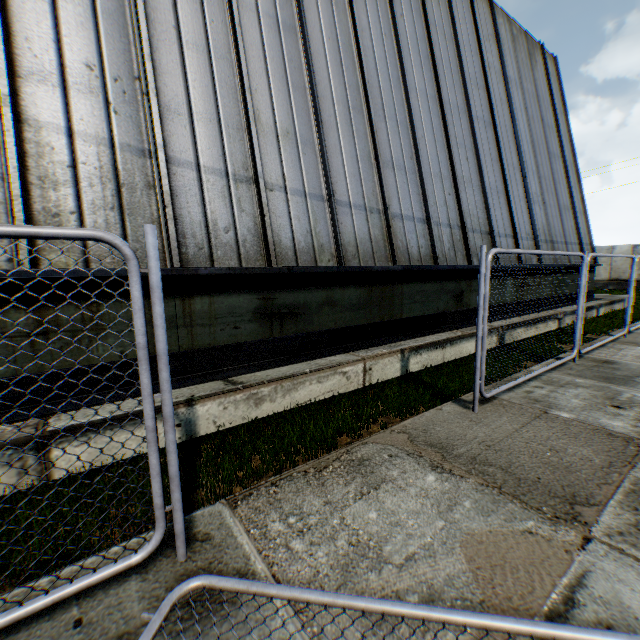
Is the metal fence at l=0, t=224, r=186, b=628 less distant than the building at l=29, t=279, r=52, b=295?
Yes

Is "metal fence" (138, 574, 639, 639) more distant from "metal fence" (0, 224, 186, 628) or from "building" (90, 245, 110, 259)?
"building" (90, 245, 110, 259)

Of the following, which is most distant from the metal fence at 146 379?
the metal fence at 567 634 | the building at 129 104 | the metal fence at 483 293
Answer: the metal fence at 483 293

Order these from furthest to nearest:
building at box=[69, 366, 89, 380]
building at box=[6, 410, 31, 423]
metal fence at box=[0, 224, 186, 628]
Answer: building at box=[69, 366, 89, 380], building at box=[6, 410, 31, 423], metal fence at box=[0, 224, 186, 628]

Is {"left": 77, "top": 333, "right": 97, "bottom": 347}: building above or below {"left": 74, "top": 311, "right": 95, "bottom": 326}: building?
below

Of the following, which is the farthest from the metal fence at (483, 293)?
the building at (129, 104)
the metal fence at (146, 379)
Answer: the metal fence at (146, 379)

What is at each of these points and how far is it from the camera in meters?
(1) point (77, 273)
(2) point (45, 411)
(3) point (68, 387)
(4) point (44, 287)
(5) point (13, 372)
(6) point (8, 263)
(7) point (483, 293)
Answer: (1) building, 3.5
(2) building, 3.4
(3) building, 3.7
(4) building, 3.5
(5) building, 3.4
(6) building, 3.4
(7) metal fence, 4.1
